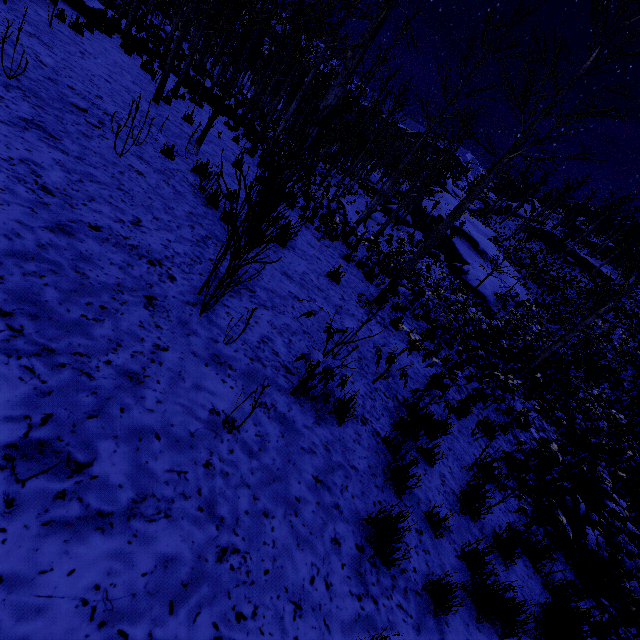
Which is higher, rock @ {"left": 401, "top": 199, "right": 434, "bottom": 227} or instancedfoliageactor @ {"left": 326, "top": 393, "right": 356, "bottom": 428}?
rock @ {"left": 401, "top": 199, "right": 434, "bottom": 227}

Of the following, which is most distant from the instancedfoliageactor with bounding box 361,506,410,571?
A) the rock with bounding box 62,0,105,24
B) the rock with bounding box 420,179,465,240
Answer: the rock with bounding box 62,0,105,24

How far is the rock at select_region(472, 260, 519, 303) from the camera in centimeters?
2186cm

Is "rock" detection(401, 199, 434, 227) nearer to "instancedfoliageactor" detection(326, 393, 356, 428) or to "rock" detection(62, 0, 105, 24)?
"instancedfoliageactor" detection(326, 393, 356, 428)

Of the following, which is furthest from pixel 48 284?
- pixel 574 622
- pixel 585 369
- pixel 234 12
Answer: pixel 585 369

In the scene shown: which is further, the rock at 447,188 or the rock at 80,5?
the rock at 447,188

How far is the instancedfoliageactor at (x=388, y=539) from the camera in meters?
2.5

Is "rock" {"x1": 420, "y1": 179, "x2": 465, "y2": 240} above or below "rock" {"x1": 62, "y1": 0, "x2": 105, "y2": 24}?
above
